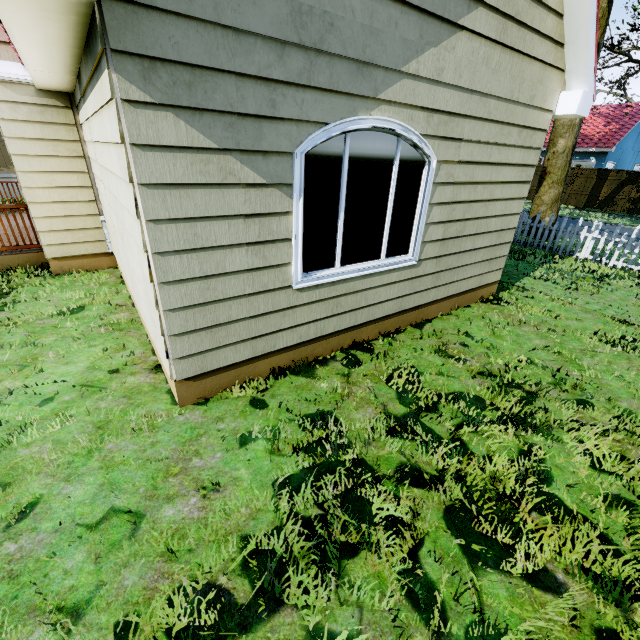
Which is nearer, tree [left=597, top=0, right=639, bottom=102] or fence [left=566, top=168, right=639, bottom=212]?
tree [left=597, top=0, right=639, bottom=102]

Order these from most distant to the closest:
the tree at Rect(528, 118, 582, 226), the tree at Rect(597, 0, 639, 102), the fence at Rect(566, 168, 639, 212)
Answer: the fence at Rect(566, 168, 639, 212) < the tree at Rect(528, 118, 582, 226) < the tree at Rect(597, 0, 639, 102)

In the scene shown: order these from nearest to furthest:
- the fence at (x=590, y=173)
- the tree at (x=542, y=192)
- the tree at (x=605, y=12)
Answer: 1. the tree at (x=605, y=12)
2. the tree at (x=542, y=192)
3. the fence at (x=590, y=173)

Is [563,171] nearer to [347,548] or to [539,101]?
[539,101]

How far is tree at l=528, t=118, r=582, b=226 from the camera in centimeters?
1092cm

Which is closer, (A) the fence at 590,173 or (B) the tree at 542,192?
(B) the tree at 542,192

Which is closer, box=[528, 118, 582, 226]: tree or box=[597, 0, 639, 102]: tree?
box=[597, 0, 639, 102]: tree
